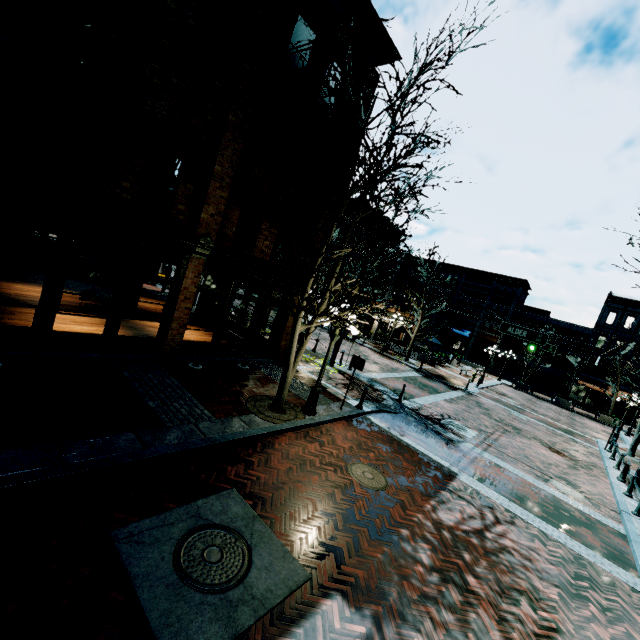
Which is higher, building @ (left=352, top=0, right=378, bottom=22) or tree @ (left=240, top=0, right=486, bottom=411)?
building @ (left=352, top=0, right=378, bottom=22)

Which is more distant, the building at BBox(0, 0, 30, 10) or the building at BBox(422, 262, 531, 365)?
the building at BBox(422, 262, 531, 365)

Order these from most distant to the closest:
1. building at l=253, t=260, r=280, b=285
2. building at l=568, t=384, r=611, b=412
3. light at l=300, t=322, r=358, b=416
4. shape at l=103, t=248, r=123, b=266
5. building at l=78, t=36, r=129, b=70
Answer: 1. building at l=568, t=384, r=611, b=412
2. shape at l=103, t=248, r=123, b=266
3. building at l=253, t=260, r=280, b=285
4. light at l=300, t=322, r=358, b=416
5. building at l=78, t=36, r=129, b=70

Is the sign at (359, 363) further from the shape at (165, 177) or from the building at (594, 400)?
the building at (594, 400)

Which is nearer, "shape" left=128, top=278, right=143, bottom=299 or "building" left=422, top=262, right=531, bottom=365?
"shape" left=128, top=278, right=143, bottom=299

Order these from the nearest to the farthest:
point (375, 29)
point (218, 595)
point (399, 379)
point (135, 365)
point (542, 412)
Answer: point (218, 595), point (135, 365), point (375, 29), point (399, 379), point (542, 412)

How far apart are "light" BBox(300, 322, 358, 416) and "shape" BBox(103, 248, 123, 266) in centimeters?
1407cm

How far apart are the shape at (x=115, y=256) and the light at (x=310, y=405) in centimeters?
1407cm
